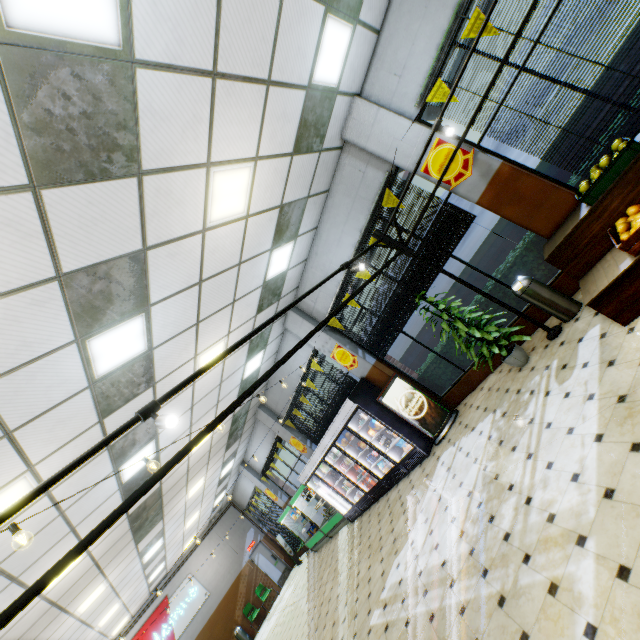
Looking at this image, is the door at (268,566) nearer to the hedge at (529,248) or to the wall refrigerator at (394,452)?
the wall refrigerator at (394,452)

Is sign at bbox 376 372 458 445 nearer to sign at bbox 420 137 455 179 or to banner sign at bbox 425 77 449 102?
sign at bbox 420 137 455 179

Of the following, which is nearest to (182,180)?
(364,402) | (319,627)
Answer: (364,402)

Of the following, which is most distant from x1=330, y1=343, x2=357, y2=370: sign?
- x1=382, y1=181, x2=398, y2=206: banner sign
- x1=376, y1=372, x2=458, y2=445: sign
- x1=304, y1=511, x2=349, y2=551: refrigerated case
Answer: x1=304, y1=511, x2=349, y2=551: refrigerated case

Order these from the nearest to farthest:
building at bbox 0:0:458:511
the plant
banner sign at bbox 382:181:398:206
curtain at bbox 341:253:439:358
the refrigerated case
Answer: building at bbox 0:0:458:511, the plant, banner sign at bbox 382:181:398:206, curtain at bbox 341:253:439:358, the refrigerated case

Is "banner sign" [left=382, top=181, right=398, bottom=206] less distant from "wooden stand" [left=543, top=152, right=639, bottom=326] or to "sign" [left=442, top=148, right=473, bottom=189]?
"sign" [left=442, top=148, right=473, bottom=189]

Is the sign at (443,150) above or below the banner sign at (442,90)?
below

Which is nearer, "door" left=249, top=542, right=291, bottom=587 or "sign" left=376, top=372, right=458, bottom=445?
"sign" left=376, top=372, right=458, bottom=445
